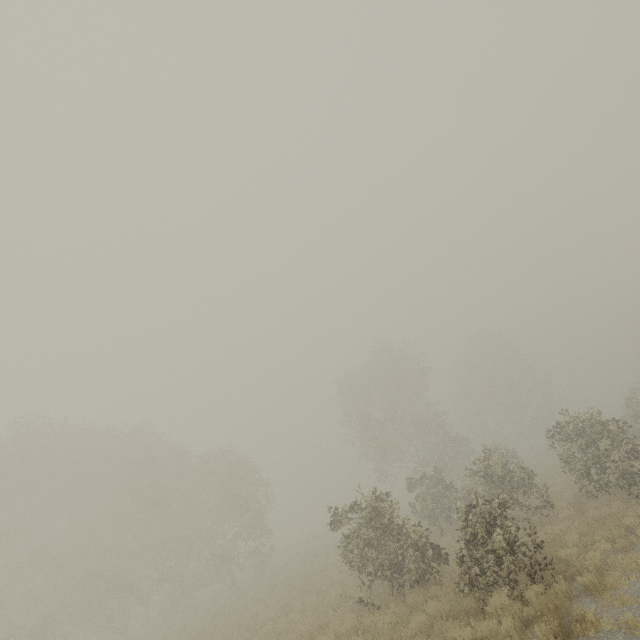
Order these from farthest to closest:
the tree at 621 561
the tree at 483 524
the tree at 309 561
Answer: the tree at 309 561 < the tree at 483 524 < the tree at 621 561

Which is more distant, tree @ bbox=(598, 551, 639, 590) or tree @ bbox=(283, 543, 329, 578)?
tree @ bbox=(283, 543, 329, 578)

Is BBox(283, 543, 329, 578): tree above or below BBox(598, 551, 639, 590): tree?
above

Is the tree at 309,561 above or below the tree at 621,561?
above

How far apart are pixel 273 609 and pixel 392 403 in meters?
25.4

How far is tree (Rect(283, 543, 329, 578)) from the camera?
23.64m
